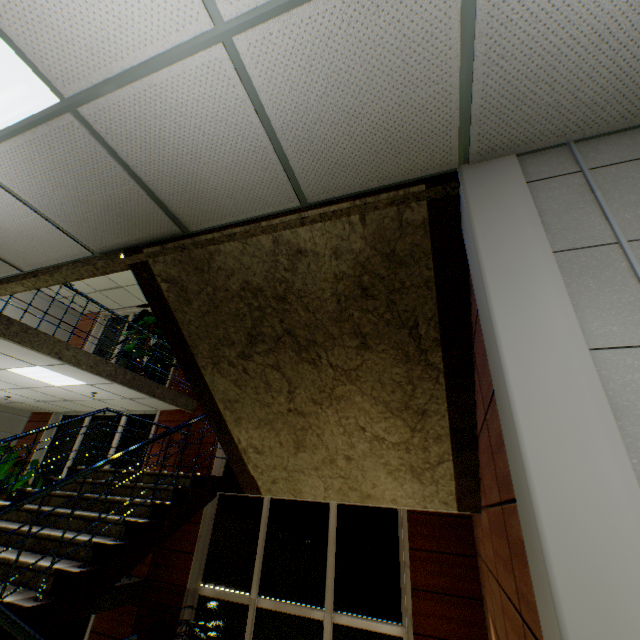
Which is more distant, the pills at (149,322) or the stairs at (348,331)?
the pills at (149,322)

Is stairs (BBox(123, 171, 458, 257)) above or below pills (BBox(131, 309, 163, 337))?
below

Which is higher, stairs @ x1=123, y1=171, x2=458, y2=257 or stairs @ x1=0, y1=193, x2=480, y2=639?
stairs @ x1=123, y1=171, x2=458, y2=257

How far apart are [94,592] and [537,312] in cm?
405

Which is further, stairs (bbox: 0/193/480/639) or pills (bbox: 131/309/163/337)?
pills (bbox: 131/309/163/337)

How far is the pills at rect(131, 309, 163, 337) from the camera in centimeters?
779cm
